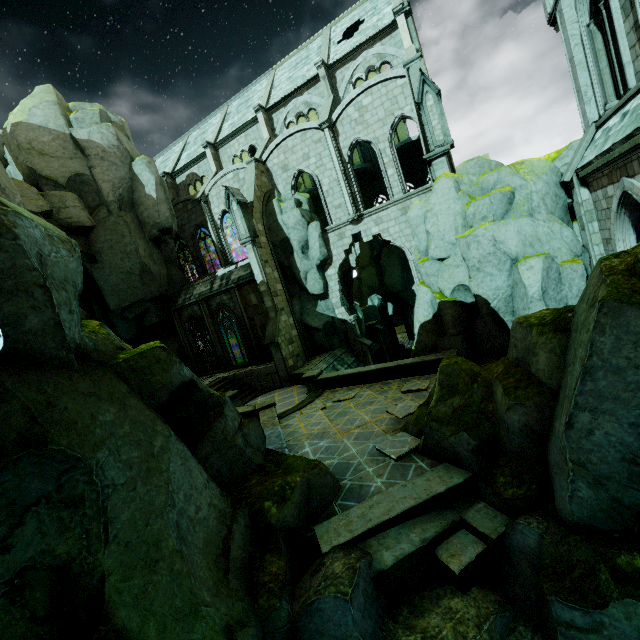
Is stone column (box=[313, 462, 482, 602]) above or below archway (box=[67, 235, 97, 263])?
below

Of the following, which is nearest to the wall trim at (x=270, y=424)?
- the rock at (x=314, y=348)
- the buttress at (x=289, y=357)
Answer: the buttress at (x=289, y=357)

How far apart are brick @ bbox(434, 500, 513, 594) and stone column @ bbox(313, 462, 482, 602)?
0.01m

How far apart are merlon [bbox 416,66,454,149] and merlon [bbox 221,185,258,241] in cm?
1098

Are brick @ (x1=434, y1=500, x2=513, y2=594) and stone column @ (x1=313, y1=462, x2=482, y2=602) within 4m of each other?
yes

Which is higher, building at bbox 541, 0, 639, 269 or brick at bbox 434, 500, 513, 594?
building at bbox 541, 0, 639, 269

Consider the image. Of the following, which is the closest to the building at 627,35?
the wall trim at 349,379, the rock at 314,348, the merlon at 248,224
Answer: the rock at 314,348

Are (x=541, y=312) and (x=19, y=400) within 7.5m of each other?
no
